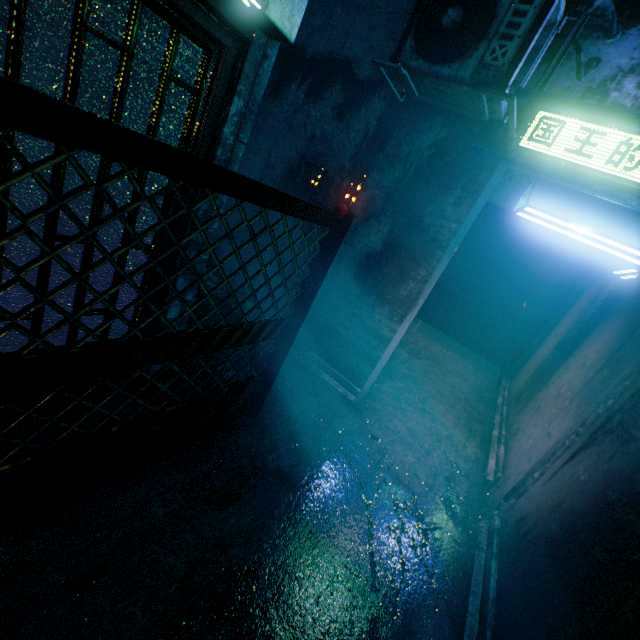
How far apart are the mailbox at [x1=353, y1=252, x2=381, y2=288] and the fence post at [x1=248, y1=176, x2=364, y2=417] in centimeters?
104cm

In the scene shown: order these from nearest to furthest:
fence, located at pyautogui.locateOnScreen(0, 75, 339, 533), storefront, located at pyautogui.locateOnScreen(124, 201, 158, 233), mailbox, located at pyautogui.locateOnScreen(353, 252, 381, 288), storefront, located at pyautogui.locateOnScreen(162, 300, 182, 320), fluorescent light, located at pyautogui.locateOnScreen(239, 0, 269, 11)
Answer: fence, located at pyautogui.locateOnScreen(0, 75, 339, 533) → fluorescent light, located at pyautogui.locateOnScreen(239, 0, 269, 11) → storefront, located at pyautogui.locateOnScreen(124, 201, 158, 233) → storefront, located at pyautogui.locateOnScreen(162, 300, 182, 320) → mailbox, located at pyautogui.locateOnScreen(353, 252, 381, 288)

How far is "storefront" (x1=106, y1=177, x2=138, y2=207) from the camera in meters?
1.9

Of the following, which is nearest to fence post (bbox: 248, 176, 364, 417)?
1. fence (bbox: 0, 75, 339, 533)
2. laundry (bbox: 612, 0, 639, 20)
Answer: fence (bbox: 0, 75, 339, 533)

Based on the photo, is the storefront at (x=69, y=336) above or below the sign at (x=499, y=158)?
below

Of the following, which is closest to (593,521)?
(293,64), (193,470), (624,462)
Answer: (624,462)

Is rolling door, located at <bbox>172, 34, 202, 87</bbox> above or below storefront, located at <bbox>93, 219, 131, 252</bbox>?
above

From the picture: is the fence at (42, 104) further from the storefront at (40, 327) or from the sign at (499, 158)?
the sign at (499, 158)
